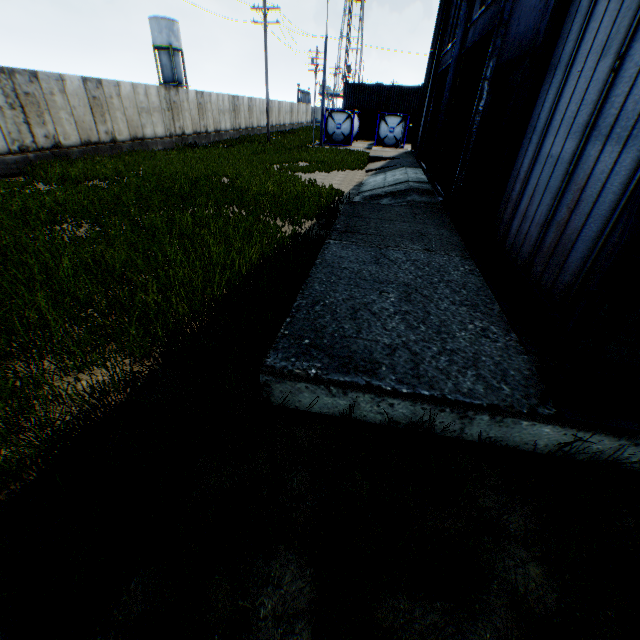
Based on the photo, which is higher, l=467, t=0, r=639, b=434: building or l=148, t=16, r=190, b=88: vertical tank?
l=148, t=16, r=190, b=88: vertical tank

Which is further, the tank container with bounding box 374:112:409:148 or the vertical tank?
the vertical tank

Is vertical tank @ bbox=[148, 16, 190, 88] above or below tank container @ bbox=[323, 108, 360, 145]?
above

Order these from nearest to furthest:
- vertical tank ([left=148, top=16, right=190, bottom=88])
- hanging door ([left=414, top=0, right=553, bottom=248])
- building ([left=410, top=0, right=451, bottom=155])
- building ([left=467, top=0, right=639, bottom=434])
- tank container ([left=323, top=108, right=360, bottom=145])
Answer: building ([left=467, top=0, right=639, bottom=434])
hanging door ([left=414, top=0, right=553, bottom=248])
building ([left=410, top=0, right=451, bottom=155])
tank container ([left=323, top=108, right=360, bottom=145])
vertical tank ([left=148, top=16, right=190, bottom=88])

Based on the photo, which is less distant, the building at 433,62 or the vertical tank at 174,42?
the building at 433,62

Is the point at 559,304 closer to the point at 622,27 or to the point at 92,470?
the point at 622,27

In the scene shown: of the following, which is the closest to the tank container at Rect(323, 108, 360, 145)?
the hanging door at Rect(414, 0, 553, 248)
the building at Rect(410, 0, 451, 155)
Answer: the building at Rect(410, 0, 451, 155)

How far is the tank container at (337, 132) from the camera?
31.0m
